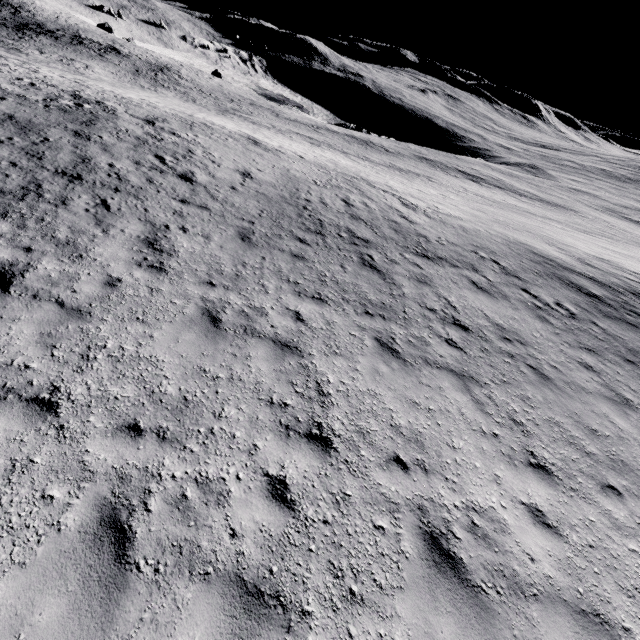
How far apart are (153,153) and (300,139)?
26.75m
